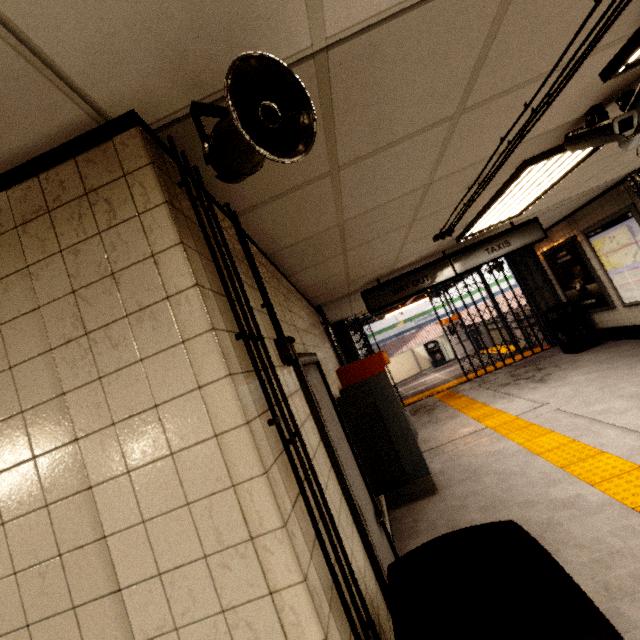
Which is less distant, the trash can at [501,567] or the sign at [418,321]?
the trash can at [501,567]

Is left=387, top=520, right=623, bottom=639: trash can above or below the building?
below

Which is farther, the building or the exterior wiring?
the exterior wiring

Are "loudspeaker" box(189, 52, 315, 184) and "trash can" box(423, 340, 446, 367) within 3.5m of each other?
no

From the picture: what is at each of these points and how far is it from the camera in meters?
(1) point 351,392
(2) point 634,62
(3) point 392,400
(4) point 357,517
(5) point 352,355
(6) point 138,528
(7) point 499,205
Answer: (1) payphone, 3.2
(2) fluorescent light, 1.9
(3) ticket machine, 4.2
(4) door frame, 1.7
(5) concrete pillar, 8.9
(6) building, 0.9
(7) fluorescent light, 3.8

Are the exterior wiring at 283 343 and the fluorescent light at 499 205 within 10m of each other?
yes

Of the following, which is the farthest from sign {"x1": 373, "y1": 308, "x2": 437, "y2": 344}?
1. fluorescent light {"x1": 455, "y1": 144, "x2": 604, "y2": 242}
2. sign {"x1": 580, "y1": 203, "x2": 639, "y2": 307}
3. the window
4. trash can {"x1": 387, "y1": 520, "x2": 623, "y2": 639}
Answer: trash can {"x1": 387, "y1": 520, "x2": 623, "y2": 639}

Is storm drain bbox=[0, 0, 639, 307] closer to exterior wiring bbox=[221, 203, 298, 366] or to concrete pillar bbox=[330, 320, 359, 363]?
exterior wiring bbox=[221, 203, 298, 366]
